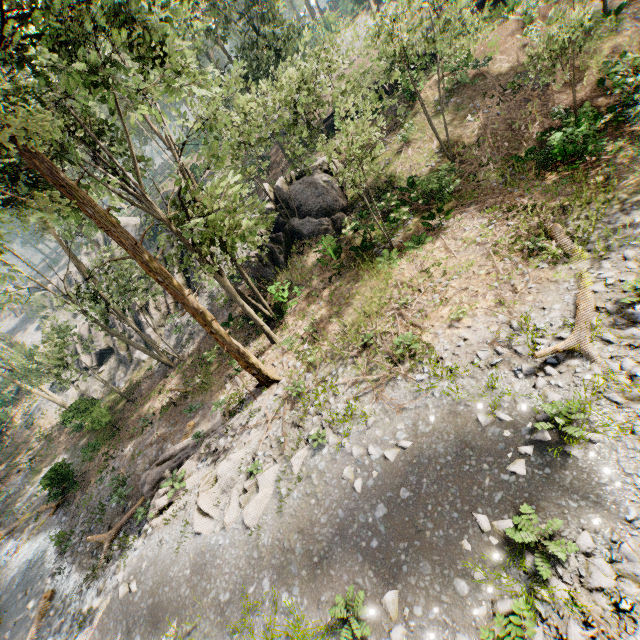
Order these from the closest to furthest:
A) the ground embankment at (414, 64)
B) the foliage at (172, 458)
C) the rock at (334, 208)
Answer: the foliage at (172, 458)
the rock at (334, 208)
the ground embankment at (414, 64)

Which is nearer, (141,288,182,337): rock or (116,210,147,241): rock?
(141,288,182,337): rock

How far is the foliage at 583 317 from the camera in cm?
897

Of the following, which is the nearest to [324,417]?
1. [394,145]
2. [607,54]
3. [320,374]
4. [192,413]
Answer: [320,374]

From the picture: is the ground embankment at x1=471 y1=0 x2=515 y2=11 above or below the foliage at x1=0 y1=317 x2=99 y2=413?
above

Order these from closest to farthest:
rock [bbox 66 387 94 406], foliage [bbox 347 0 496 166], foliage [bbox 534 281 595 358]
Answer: foliage [bbox 534 281 595 358], foliage [bbox 347 0 496 166], rock [bbox 66 387 94 406]

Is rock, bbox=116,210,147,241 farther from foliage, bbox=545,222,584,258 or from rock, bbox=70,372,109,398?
rock, bbox=70,372,109,398

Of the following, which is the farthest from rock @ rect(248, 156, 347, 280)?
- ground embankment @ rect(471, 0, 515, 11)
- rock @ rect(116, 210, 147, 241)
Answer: rock @ rect(116, 210, 147, 241)
